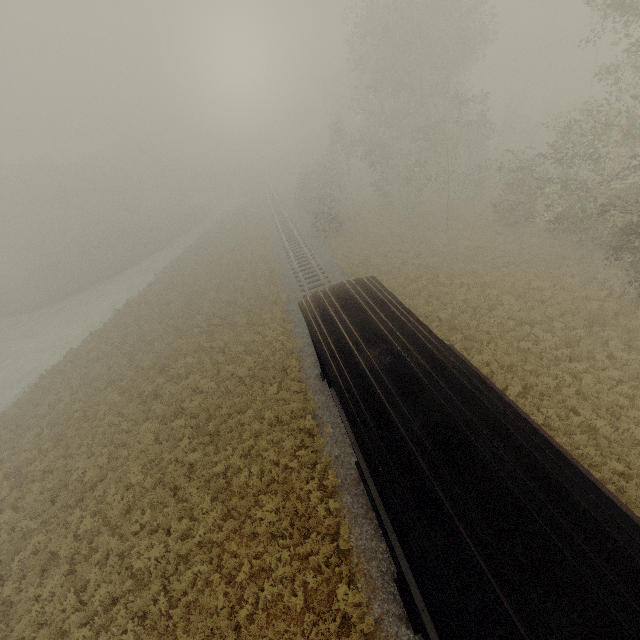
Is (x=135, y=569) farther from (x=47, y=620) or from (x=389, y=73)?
(x=389, y=73)
